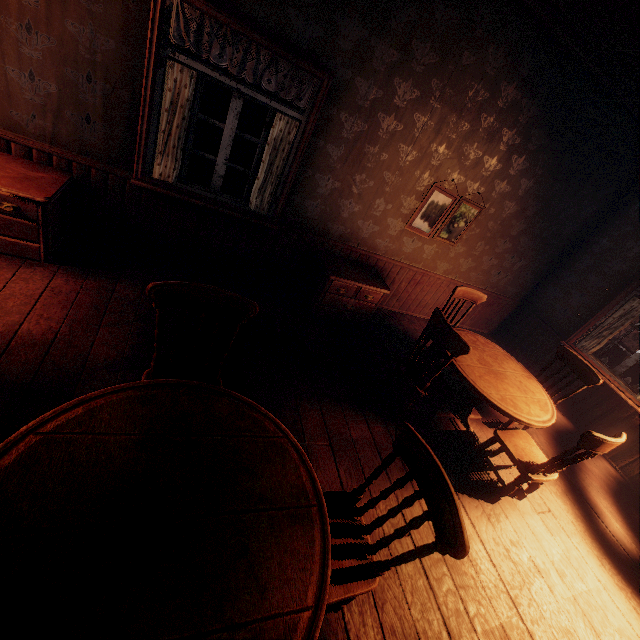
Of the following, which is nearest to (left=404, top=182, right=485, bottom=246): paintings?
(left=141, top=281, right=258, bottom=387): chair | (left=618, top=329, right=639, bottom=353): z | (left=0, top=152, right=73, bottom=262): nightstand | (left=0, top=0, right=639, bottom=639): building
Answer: (left=0, top=0, right=639, bottom=639): building

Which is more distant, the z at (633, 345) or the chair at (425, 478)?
the z at (633, 345)

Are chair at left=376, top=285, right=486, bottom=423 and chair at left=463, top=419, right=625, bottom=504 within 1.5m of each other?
yes

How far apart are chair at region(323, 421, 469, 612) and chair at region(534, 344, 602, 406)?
3.3 meters

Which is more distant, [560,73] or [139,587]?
[560,73]

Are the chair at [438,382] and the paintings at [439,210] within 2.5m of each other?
yes

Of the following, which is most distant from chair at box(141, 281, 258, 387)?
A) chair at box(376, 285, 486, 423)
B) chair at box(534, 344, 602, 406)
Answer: chair at box(534, 344, 602, 406)

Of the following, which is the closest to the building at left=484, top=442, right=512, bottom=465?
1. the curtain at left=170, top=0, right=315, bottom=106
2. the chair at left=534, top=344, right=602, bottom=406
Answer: the curtain at left=170, top=0, right=315, bottom=106
